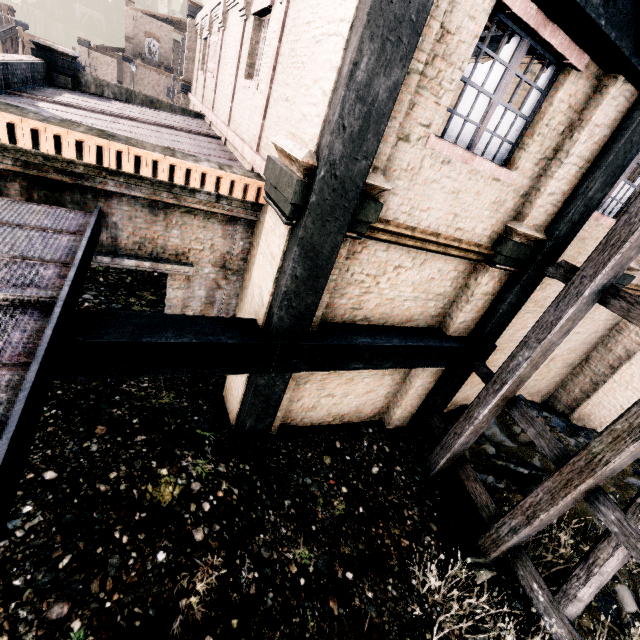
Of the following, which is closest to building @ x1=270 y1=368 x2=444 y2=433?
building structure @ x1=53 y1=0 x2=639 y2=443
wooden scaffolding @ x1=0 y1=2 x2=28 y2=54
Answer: building structure @ x1=53 y1=0 x2=639 y2=443

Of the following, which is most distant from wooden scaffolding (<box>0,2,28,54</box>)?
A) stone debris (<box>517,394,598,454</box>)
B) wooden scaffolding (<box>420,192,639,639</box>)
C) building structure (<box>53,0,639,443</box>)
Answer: stone debris (<box>517,394,598,454</box>)

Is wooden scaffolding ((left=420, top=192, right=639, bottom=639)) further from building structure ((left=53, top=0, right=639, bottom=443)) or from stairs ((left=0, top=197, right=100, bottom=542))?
stairs ((left=0, top=197, right=100, bottom=542))

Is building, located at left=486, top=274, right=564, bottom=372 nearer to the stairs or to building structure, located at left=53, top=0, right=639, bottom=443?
building structure, located at left=53, top=0, right=639, bottom=443

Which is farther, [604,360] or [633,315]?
[604,360]

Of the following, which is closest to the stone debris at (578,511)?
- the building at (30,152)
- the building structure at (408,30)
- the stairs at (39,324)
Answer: the building at (30,152)

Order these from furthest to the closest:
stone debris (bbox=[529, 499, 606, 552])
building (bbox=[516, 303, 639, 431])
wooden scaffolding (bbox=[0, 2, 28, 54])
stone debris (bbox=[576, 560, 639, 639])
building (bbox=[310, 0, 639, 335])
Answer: wooden scaffolding (bbox=[0, 2, 28, 54]) → building (bbox=[516, 303, 639, 431]) → stone debris (bbox=[529, 499, 606, 552]) → stone debris (bbox=[576, 560, 639, 639]) → building (bbox=[310, 0, 639, 335])

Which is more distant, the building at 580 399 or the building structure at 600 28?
the building at 580 399
